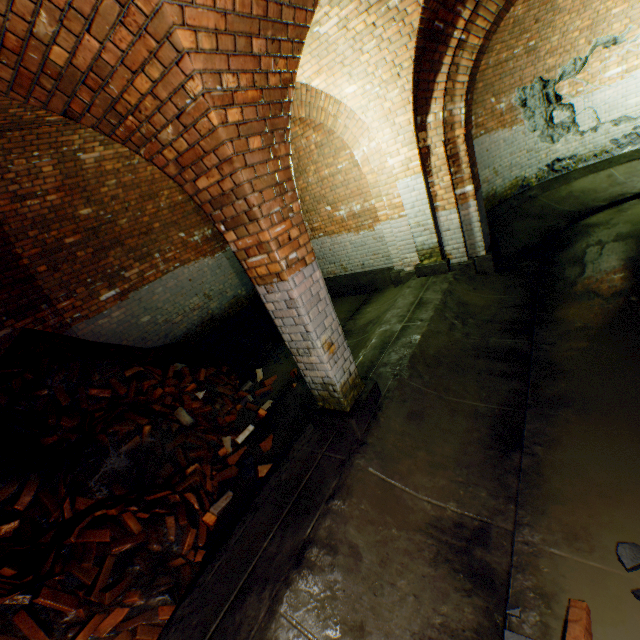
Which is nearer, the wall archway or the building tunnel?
the building tunnel

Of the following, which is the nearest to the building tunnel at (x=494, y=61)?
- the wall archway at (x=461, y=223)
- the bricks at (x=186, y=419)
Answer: the wall archway at (x=461, y=223)

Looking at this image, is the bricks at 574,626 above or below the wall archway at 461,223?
below

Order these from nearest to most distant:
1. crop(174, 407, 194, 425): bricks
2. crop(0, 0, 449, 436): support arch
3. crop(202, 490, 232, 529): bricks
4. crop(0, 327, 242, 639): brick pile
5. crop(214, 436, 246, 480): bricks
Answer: crop(0, 0, 449, 436): support arch → crop(0, 327, 242, 639): brick pile → crop(202, 490, 232, 529): bricks → crop(214, 436, 246, 480): bricks → crop(174, 407, 194, 425): bricks

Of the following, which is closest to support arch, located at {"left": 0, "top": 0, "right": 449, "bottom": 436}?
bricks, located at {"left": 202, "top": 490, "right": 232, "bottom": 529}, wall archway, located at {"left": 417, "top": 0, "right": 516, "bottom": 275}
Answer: wall archway, located at {"left": 417, "top": 0, "right": 516, "bottom": 275}

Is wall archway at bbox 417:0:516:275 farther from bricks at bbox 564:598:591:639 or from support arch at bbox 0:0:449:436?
bricks at bbox 564:598:591:639

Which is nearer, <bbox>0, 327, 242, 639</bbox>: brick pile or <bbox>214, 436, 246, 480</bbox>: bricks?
<bbox>0, 327, 242, 639</bbox>: brick pile

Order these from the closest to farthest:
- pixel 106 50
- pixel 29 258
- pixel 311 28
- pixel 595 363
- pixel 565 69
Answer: pixel 106 50 → pixel 595 363 → pixel 311 28 → pixel 29 258 → pixel 565 69
